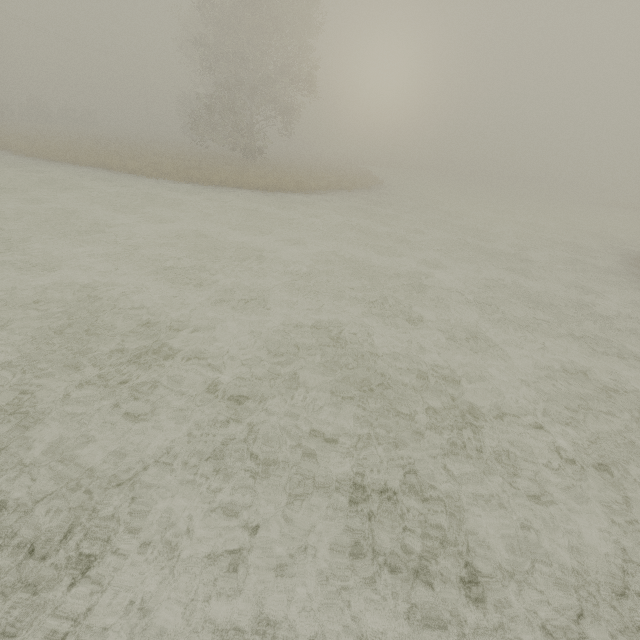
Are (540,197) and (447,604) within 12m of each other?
no
